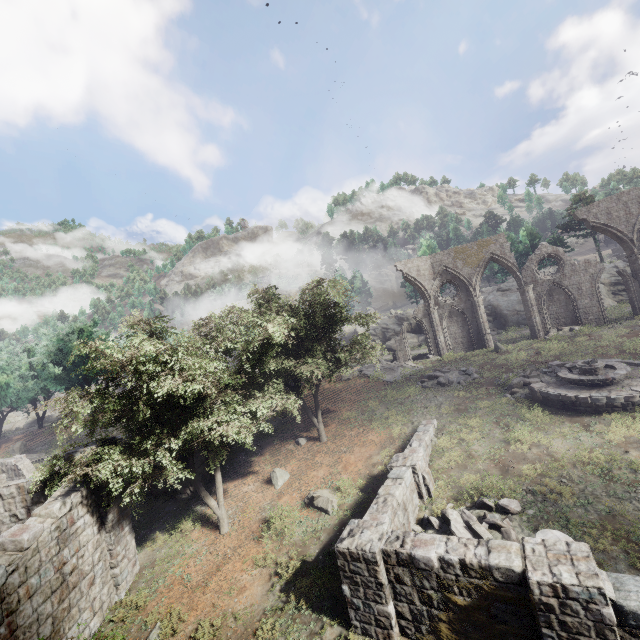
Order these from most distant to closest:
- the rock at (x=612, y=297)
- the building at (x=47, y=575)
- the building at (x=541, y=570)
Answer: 1. the rock at (x=612, y=297)
2. the building at (x=47, y=575)
3. the building at (x=541, y=570)

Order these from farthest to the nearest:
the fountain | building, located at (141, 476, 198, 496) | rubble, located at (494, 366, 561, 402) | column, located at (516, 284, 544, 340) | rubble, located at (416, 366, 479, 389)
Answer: column, located at (516, 284, 544, 340) → rubble, located at (416, 366, 479, 389) → rubble, located at (494, 366, 561, 402) → building, located at (141, 476, 198, 496) → the fountain

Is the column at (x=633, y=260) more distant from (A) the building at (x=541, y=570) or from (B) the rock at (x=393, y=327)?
(A) the building at (x=541, y=570)

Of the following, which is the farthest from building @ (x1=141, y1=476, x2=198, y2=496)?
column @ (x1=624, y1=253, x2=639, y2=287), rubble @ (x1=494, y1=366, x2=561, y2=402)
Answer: column @ (x1=624, y1=253, x2=639, y2=287)

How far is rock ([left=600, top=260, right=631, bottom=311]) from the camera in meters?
33.8

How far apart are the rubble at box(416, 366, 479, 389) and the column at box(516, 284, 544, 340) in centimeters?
879cm

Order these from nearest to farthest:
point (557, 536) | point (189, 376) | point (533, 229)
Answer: point (557, 536) < point (189, 376) < point (533, 229)
